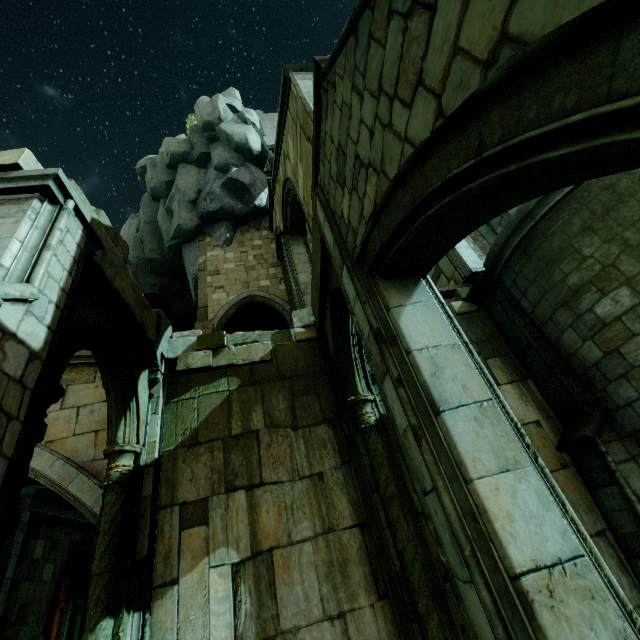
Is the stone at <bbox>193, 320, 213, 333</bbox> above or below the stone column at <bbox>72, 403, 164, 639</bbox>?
above

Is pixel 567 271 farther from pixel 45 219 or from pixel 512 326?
pixel 45 219

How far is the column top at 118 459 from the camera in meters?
4.9

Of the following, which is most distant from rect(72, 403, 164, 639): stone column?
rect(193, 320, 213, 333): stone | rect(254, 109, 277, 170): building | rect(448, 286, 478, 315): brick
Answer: rect(254, 109, 277, 170): building

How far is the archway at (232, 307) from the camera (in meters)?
14.05

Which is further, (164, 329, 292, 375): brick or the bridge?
(164, 329, 292, 375): brick

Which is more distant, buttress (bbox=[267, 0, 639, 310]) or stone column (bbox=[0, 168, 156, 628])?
stone column (bbox=[0, 168, 156, 628])

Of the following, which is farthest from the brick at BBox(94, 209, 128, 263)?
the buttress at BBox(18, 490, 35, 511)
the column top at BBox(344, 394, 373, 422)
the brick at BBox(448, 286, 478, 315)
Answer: the buttress at BBox(18, 490, 35, 511)
